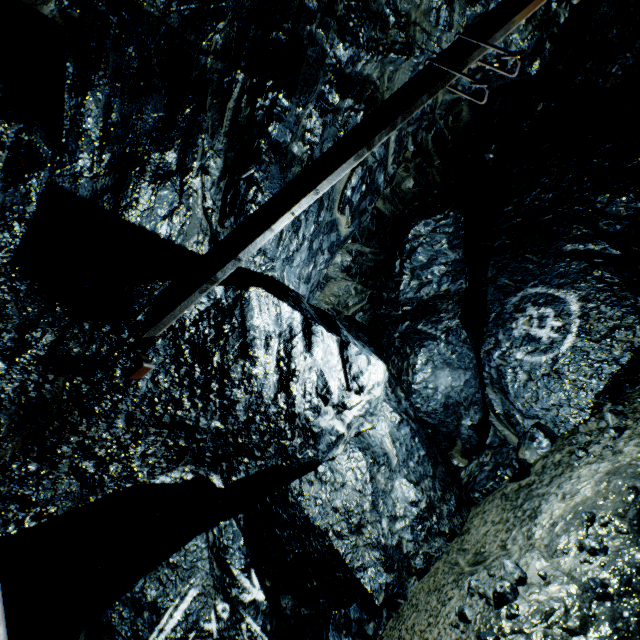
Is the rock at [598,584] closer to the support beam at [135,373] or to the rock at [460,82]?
the rock at [460,82]

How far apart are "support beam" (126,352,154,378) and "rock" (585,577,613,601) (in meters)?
4.93

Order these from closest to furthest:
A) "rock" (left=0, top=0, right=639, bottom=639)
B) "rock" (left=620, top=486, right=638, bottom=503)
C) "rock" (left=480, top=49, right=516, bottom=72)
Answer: "rock" (left=0, top=0, right=639, bottom=639) < "rock" (left=620, top=486, right=638, bottom=503) < "rock" (left=480, top=49, right=516, bottom=72)

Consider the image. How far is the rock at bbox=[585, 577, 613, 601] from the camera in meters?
3.3 m

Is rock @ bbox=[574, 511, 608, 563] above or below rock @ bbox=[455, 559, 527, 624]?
below

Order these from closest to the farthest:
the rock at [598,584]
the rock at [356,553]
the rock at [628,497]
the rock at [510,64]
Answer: the rock at [356,553] < the rock at [598,584] < the rock at [628,497] < the rock at [510,64]

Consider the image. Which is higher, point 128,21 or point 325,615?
point 128,21
